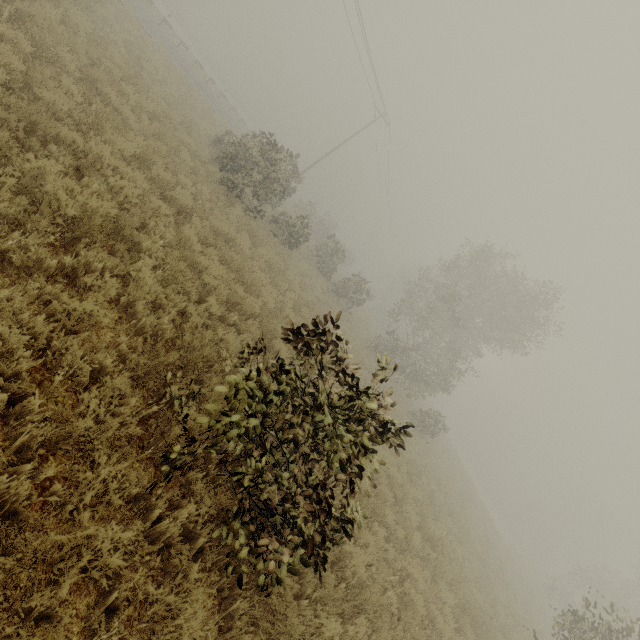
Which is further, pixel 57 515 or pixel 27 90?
pixel 27 90
